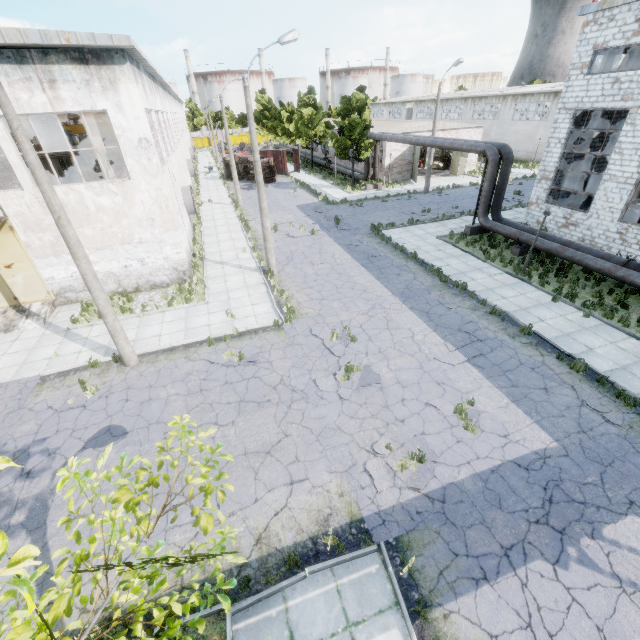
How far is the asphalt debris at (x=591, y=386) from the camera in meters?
9.3

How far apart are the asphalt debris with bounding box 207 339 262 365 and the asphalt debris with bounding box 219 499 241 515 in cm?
451

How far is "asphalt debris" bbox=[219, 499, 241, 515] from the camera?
7.3 meters

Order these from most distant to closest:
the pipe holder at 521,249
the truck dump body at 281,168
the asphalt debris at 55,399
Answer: the truck dump body at 281,168 → the pipe holder at 521,249 → the asphalt debris at 55,399

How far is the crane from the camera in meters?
27.8 m

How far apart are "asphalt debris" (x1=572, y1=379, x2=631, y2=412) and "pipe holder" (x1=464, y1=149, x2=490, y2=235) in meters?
13.7

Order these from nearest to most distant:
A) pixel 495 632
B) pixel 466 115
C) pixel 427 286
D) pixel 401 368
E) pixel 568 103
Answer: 1. pixel 495 632
2. pixel 401 368
3. pixel 427 286
4. pixel 568 103
5. pixel 466 115

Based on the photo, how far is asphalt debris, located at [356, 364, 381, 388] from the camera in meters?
10.4 m
